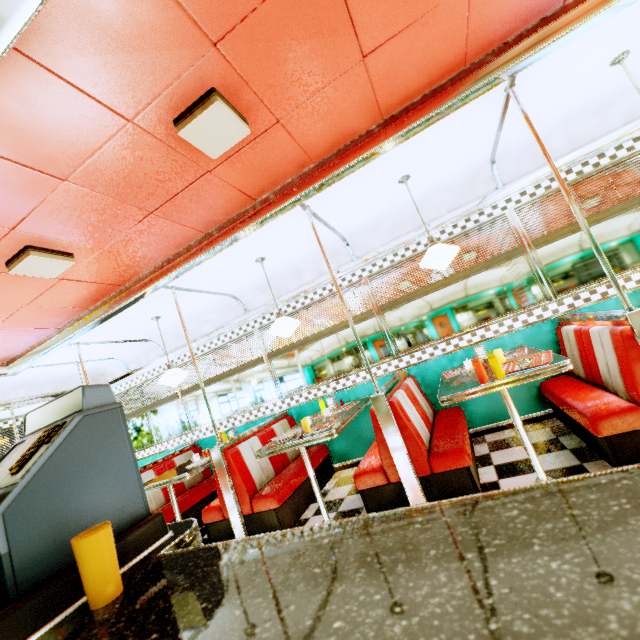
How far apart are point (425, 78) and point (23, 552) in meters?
3.2 m

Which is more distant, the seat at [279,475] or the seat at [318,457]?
the seat at [318,457]

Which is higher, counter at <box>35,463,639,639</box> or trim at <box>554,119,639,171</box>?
trim at <box>554,119,639,171</box>

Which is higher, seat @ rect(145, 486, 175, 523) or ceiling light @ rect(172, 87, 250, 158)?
ceiling light @ rect(172, 87, 250, 158)

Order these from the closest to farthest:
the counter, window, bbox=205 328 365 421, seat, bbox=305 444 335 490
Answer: the counter
seat, bbox=305 444 335 490
window, bbox=205 328 365 421

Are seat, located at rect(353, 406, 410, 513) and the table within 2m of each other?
yes

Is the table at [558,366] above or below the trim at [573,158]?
below

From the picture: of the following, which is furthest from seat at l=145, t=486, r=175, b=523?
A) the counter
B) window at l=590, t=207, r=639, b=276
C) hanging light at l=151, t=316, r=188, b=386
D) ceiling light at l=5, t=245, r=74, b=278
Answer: ceiling light at l=5, t=245, r=74, b=278
